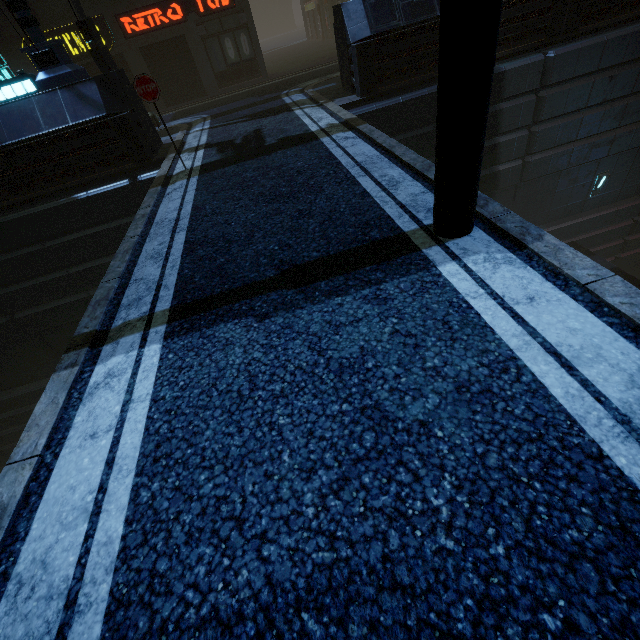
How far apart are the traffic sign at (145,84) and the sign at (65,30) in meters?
12.9 m

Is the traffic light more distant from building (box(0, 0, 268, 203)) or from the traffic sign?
the traffic sign

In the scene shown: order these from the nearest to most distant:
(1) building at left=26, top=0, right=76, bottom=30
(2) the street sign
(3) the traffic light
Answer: (3) the traffic light → (2) the street sign → (1) building at left=26, top=0, right=76, bottom=30

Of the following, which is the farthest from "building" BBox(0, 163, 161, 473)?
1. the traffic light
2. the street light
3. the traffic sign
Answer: the street light

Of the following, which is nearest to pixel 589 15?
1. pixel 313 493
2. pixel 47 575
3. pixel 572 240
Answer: pixel 572 240

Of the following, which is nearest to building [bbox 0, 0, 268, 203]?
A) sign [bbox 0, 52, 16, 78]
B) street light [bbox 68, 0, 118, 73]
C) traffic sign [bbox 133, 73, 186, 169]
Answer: sign [bbox 0, 52, 16, 78]

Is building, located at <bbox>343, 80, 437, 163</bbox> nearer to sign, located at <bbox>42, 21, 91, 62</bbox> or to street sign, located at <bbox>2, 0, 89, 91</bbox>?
sign, located at <bbox>42, 21, 91, 62</bbox>
